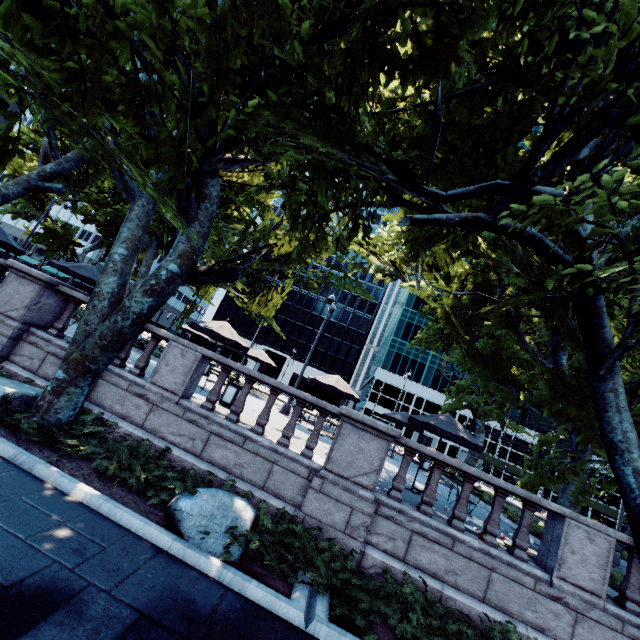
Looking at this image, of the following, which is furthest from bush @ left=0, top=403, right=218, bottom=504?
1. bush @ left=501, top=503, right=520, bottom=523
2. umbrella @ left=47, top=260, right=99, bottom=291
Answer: bush @ left=501, top=503, right=520, bottom=523

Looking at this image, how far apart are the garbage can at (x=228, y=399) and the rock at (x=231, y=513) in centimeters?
501cm

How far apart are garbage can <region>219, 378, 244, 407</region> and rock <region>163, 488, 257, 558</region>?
5.01m

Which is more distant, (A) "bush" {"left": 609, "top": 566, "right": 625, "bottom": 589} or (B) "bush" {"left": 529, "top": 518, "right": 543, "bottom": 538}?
(B) "bush" {"left": 529, "top": 518, "right": 543, "bottom": 538}

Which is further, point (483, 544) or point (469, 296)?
point (469, 296)

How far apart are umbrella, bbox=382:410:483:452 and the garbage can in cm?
632

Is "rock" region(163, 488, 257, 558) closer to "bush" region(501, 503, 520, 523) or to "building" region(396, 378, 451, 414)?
"bush" region(501, 503, 520, 523)

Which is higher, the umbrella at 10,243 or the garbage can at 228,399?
the umbrella at 10,243
